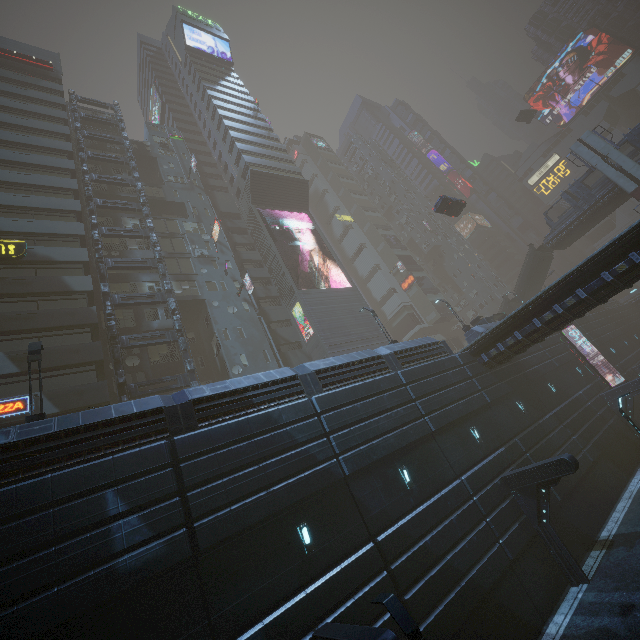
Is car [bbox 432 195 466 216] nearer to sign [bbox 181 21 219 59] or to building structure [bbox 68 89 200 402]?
building structure [bbox 68 89 200 402]

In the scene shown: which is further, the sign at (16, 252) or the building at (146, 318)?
the building at (146, 318)

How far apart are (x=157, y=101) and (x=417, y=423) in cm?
7086

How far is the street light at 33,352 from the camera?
12.1 meters

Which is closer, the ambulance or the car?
the car

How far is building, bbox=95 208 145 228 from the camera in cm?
3184

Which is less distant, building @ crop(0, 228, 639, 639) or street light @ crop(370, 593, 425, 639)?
street light @ crop(370, 593, 425, 639)

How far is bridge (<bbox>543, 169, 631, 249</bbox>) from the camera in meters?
34.5 m
